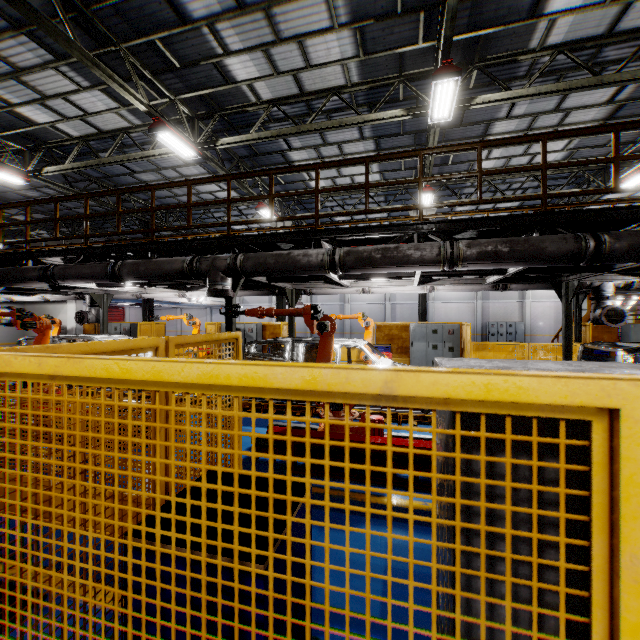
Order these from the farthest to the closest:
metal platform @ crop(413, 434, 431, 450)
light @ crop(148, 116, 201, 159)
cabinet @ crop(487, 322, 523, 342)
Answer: cabinet @ crop(487, 322, 523, 342) → light @ crop(148, 116, 201, 159) → metal platform @ crop(413, 434, 431, 450)

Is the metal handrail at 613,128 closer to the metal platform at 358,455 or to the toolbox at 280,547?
the metal platform at 358,455

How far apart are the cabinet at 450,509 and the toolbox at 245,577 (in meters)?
0.72

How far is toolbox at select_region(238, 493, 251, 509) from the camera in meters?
1.9

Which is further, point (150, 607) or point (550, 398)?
point (150, 607)

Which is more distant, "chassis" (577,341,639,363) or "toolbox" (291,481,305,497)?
"chassis" (577,341,639,363)

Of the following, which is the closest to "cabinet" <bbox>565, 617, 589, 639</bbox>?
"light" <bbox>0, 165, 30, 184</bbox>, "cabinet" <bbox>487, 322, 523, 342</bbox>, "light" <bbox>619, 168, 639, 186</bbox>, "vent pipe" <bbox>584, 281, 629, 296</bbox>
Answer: "vent pipe" <bbox>584, 281, 629, 296</bbox>

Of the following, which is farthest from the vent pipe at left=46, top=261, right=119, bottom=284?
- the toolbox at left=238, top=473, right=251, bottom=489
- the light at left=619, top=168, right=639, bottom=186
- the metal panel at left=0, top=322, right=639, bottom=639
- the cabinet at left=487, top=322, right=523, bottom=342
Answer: the cabinet at left=487, top=322, right=523, bottom=342
